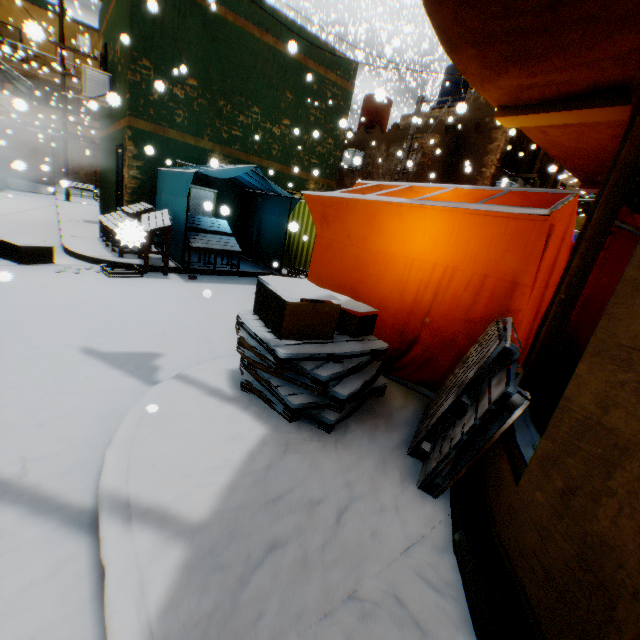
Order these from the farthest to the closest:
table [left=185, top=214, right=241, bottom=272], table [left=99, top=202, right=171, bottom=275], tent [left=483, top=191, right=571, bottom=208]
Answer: table [left=185, top=214, right=241, bottom=272] → tent [left=483, top=191, right=571, bottom=208] → table [left=99, top=202, right=171, bottom=275]

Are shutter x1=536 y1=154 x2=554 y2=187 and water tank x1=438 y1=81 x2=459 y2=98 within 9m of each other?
yes

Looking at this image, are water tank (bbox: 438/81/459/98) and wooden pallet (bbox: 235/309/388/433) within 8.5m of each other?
no

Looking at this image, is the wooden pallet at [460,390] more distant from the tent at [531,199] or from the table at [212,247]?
the table at [212,247]

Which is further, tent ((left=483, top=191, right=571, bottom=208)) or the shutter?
the shutter

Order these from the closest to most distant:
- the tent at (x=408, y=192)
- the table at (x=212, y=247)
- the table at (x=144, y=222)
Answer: the table at (x=144, y=222) → the tent at (x=408, y=192) → the table at (x=212, y=247)

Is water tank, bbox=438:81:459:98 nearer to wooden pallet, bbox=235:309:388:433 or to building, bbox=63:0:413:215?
building, bbox=63:0:413:215

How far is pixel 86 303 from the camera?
4.85m
